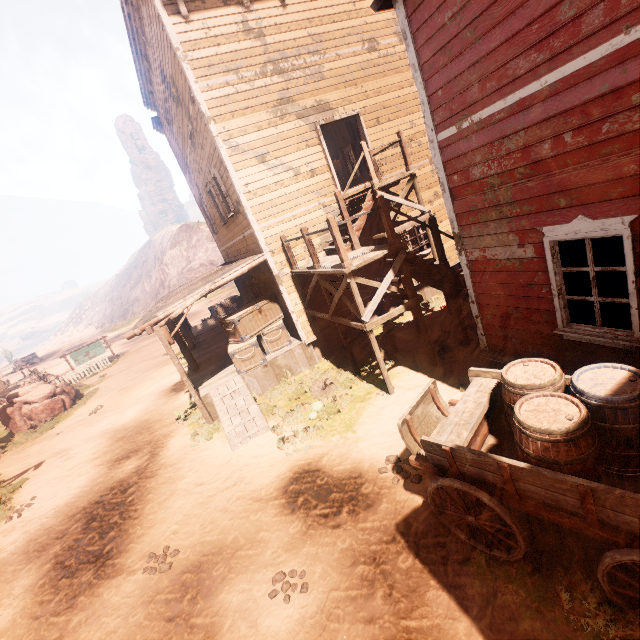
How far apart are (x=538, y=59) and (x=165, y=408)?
14.23m

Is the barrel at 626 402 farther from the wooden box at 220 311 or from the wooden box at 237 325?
the wooden box at 220 311

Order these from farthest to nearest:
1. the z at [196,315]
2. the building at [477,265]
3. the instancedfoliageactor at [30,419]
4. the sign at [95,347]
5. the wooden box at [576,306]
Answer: the z at [196,315], the sign at [95,347], the instancedfoliageactor at [30,419], the wooden box at [576,306], the building at [477,265]

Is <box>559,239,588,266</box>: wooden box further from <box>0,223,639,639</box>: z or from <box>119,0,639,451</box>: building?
<box>0,223,639,639</box>: z

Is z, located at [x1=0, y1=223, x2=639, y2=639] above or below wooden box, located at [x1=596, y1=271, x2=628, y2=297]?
below

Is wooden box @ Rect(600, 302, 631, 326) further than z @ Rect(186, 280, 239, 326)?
No

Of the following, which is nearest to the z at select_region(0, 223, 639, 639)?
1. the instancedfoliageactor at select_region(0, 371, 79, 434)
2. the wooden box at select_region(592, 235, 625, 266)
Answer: the instancedfoliageactor at select_region(0, 371, 79, 434)

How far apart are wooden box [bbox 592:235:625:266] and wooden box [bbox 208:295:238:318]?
19.9 meters
